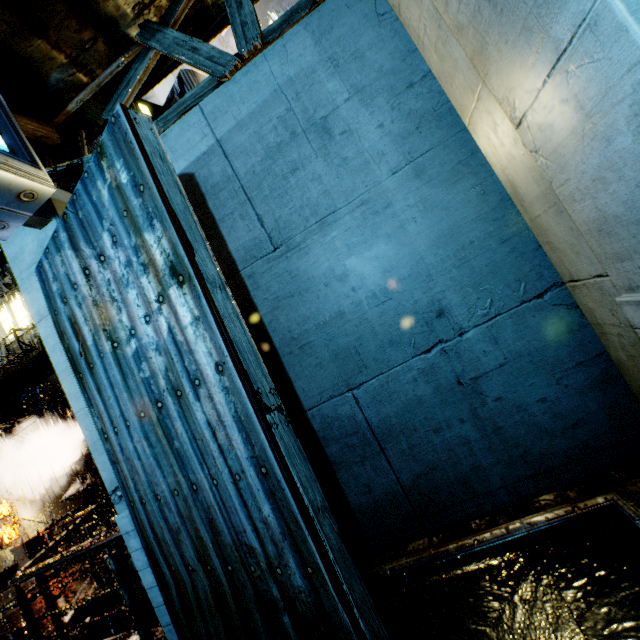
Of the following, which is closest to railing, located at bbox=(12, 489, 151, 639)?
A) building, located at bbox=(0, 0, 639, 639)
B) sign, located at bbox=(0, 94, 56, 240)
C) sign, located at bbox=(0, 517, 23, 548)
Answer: building, located at bbox=(0, 0, 639, 639)

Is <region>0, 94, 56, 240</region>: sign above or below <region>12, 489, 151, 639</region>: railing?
above

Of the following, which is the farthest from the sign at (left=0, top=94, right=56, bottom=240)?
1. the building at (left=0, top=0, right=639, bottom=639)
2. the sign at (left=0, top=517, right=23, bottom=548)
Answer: the sign at (left=0, top=517, right=23, bottom=548)

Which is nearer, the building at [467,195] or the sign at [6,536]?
the building at [467,195]

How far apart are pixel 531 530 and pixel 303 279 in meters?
3.6

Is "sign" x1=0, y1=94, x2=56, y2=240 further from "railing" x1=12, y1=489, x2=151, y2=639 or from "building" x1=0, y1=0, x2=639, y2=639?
"railing" x1=12, y1=489, x2=151, y2=639

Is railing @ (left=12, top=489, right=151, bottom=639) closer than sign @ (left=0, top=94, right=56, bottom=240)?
No

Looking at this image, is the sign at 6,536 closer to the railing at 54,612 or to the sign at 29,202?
the railing at 54,612
